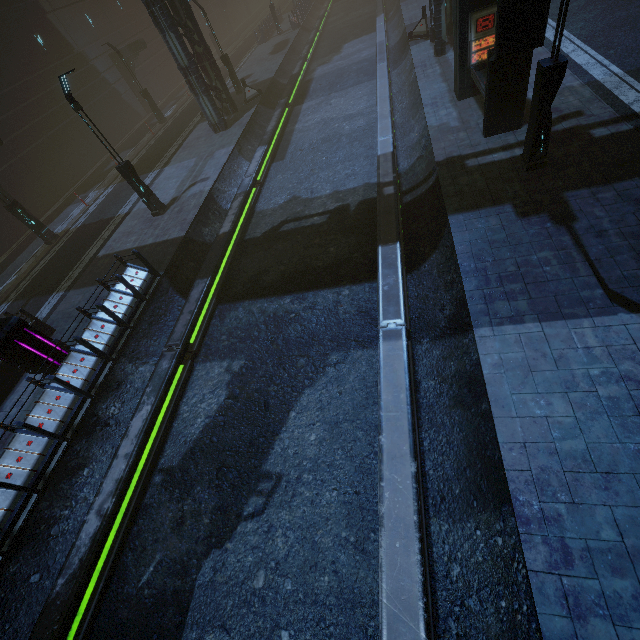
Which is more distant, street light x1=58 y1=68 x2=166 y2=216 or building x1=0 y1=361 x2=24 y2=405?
street light x1=58 y1=68 x2=166 y2=216

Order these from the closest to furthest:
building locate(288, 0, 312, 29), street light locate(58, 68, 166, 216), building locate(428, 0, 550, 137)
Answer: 1. building locate(428, 0, 550, 137)
2. street light locate(58, 68, 166, 216)
3. building locate(288, 0, 312, 29)

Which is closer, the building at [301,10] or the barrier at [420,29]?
the barrier at [420,29]

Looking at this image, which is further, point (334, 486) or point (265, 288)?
point (265, 288)

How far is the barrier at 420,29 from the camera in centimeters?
1852cm

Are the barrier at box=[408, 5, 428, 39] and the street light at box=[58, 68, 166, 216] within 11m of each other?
no

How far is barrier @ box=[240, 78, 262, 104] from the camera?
22.19m

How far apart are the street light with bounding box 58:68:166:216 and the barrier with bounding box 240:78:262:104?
11.87m
